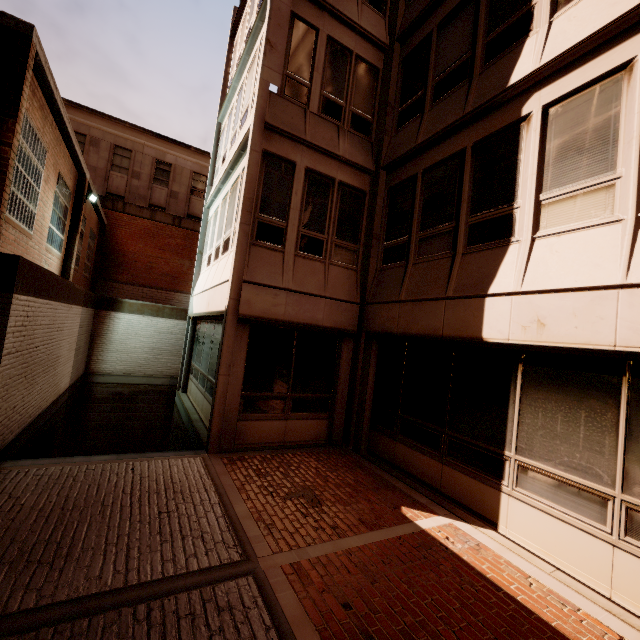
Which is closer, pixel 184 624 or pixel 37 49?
pixel 184 624
